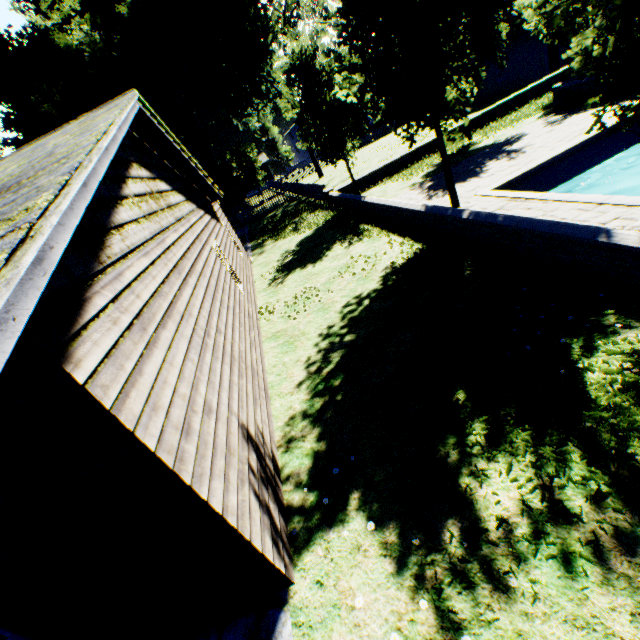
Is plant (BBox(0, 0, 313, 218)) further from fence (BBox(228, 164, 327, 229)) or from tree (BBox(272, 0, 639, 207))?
tree (BBox(272, 0, 639, 207))

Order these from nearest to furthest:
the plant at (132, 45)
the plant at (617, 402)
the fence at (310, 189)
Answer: the plant at (617, 402) → the plant at (132, 45) → the fence at (310, 189)

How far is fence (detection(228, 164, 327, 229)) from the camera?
23.5 meters

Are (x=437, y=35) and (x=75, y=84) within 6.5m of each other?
no

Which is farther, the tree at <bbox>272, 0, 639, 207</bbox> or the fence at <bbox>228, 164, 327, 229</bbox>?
the fence at <bbox>228, 164, 327, 229</bbox>

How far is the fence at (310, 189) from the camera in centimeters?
2355cm

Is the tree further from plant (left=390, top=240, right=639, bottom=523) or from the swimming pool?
plant (left=390, top=240, right=639, bottom=523)

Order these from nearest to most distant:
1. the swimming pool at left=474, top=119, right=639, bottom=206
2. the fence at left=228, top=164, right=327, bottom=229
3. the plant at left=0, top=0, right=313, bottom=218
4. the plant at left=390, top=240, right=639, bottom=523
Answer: the plant at left=390, top=240, right=639, bottom=523 → the swimming pool at left=474, top=119, right=639, bottom=206 → the plant at left=0, top=0, right=313, bottom=218 → the fence at left=228, top=164, right=327, bottom=229
